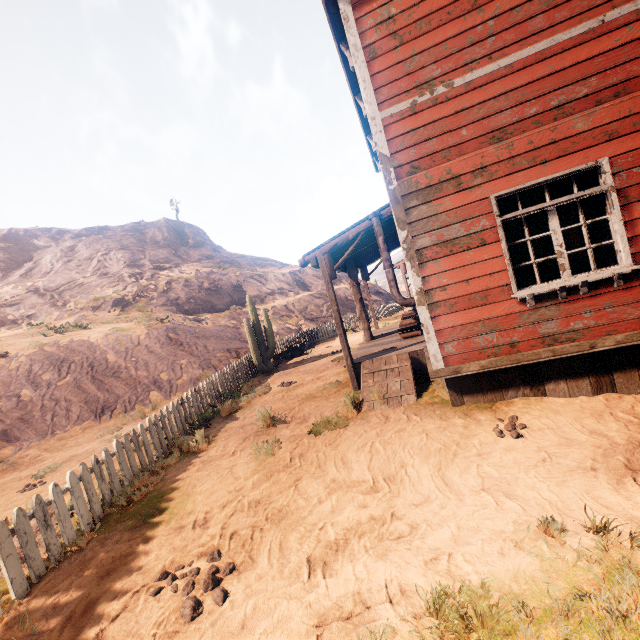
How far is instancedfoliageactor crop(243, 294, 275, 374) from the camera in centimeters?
1298cm

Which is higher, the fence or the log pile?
the log pile

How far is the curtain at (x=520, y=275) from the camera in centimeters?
470cm

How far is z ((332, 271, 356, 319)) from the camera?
27.6 meters

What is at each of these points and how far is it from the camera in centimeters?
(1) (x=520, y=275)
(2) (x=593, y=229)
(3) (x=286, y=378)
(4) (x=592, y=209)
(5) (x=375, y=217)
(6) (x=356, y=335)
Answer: (1) curtain, 475cm
(2) curtain, 445cm
(3) z, 1141cm
(4) curtain, 442cm
(5) stove, 596cm
(6) z, 1870cm

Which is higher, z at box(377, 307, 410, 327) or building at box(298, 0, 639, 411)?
building at box(298, 0, 639, 411)

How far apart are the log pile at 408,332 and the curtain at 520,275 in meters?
4.0 m

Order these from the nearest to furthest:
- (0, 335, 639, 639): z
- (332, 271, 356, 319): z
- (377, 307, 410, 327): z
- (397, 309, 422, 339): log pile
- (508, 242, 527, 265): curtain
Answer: (0, 335, 639, 639): z, (508, 242, 527, 265): curtain, (397, 309, 422, 339): log pile, (377, 307, 410, 327): z, (332, 271, 356, 319): z
